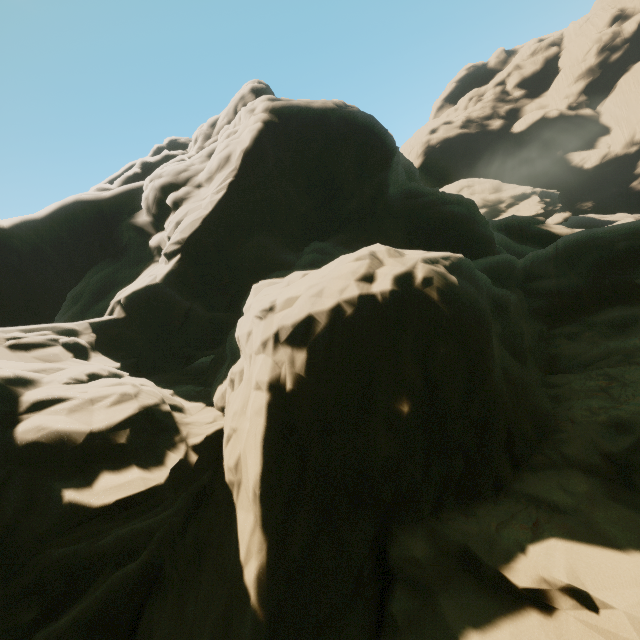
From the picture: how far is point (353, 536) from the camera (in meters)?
7.88
